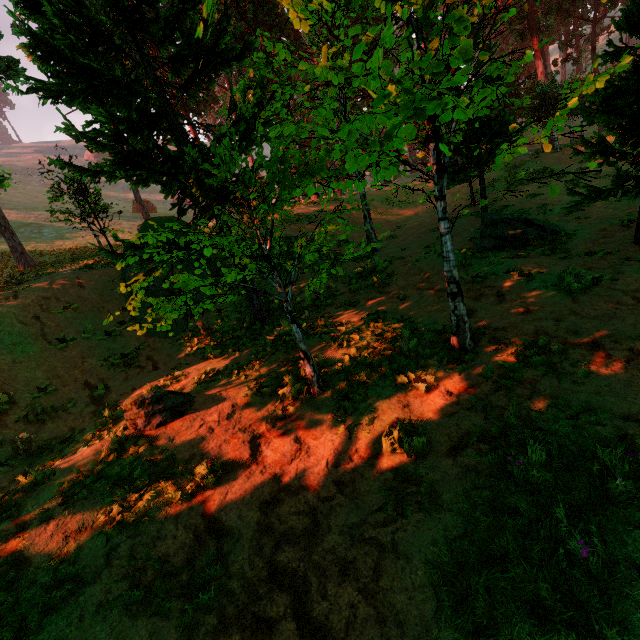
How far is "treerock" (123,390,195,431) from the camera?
7.2m

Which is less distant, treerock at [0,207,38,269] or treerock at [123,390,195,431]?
treerock at [123,390,195,431]

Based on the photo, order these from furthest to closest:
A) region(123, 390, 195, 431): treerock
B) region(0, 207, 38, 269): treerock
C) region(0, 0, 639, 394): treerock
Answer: region(0, 207, 38, 269): treerock, region(123, 390, 195, 431): treerock, region(0, 0, 639, 394): treerock

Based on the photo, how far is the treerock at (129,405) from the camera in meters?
7.2

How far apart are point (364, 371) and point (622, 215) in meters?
12.4

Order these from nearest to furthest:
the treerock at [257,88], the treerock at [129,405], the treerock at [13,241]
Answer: the treerock at [257,88], the treerock at [129,405], the treerock at [13,241]
